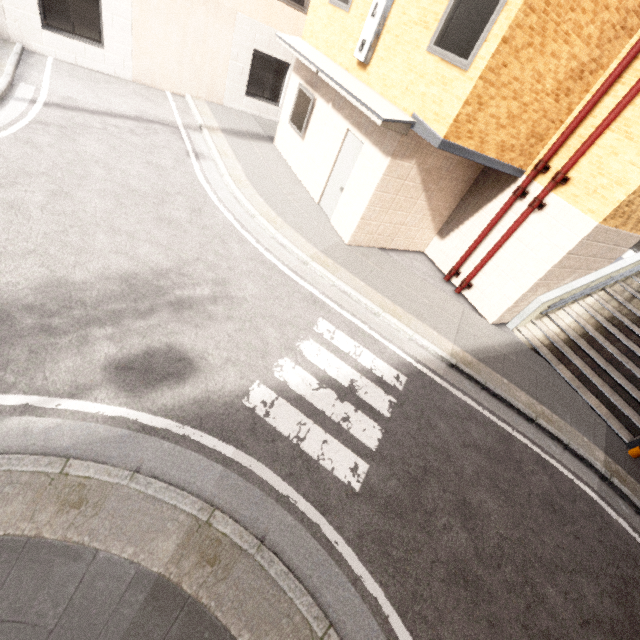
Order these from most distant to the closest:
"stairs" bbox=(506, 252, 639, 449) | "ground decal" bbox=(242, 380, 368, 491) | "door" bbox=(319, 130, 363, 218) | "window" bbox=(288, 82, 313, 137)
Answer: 1. "window" bbox=(288, 82, 313, 137)
2. "door" bbox=(319, 130, 363, 218)
3. "stairs" bbox=(506, 252, 639, 449)
4. "ground decal" bbox=(242, 380, 368, 491)

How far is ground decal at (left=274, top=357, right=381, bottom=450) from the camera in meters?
4.7 m

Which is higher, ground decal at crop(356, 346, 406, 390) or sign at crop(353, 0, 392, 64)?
sign at crop(353, 0, 392, 64)

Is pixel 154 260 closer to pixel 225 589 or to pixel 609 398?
pixel 225 589

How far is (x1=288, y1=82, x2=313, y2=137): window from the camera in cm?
925

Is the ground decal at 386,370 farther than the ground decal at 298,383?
Yes

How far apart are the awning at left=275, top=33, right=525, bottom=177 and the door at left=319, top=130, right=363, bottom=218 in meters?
0.9 m

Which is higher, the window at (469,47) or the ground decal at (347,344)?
the window at (469,47)
